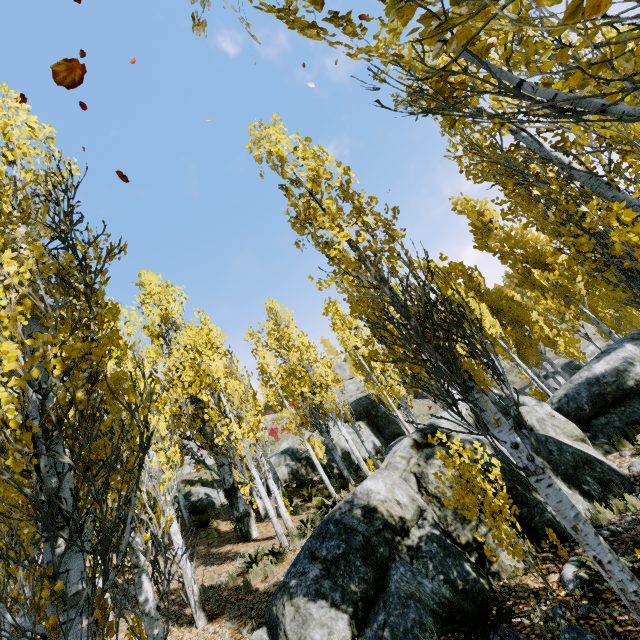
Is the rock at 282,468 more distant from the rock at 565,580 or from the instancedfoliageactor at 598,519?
the rock at 565,580

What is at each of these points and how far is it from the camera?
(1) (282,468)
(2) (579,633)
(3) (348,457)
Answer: (1) rock, 20.6m
(2) rock, 3.4m
(3) rock, 21.3m

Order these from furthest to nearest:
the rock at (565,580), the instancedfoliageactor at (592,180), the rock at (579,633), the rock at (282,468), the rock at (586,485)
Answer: the rock at (282,468) < the rock at (586,485) < the rock at (565,580) < the rock at (579,633) < the instancedfoliageactor at (592,180)

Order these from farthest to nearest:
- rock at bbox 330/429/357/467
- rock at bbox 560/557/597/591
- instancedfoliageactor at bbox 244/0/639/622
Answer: rock at bbox 330/429/357/467, rock at bbox 560/557/597/591, instancedfoliageactor at bbox 244/0/639/622

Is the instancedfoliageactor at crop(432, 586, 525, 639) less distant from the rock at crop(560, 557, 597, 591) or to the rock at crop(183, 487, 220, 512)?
the rock at crop(560, 557, 597, 591)

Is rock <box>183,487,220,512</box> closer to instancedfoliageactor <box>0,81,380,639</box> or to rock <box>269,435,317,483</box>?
rock <box>269,435,317,483</box>

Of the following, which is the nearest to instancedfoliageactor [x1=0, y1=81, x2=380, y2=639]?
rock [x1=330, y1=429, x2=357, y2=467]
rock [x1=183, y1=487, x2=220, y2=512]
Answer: rock [x1=330, y1=429, x2=357, y2=467]

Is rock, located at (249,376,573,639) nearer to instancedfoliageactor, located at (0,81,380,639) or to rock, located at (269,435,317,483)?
instancedfoliageactor, located at (0,81,380,639)
